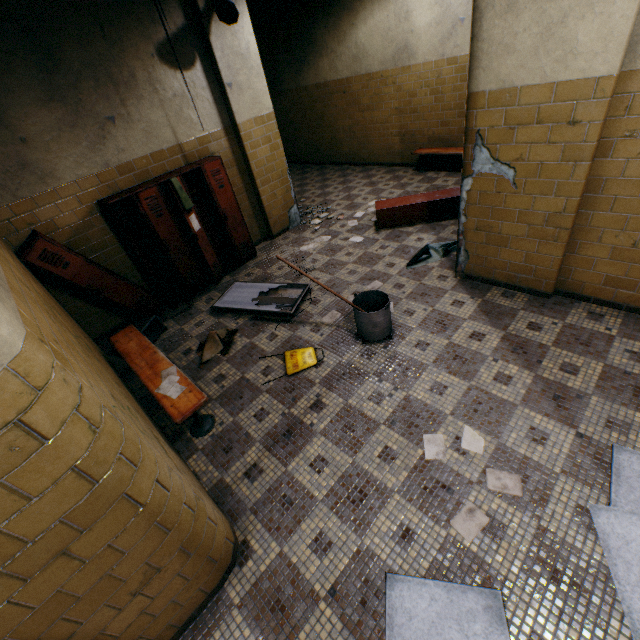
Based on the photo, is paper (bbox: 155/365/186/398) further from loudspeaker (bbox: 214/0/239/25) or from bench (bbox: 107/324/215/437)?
loudspeaker (bbox: 214/0/239/25)

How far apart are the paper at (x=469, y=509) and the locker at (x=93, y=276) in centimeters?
425cm

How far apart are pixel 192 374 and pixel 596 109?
4.46m

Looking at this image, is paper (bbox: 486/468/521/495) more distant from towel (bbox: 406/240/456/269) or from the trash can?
the trash can

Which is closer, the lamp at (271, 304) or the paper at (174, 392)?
the paper at (174, 392)

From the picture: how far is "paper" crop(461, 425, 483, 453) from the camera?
2.5 meters

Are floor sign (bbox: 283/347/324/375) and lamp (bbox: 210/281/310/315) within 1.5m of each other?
yes

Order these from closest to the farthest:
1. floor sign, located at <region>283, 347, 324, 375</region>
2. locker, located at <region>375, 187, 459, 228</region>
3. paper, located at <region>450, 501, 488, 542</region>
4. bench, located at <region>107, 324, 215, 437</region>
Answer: paper, located at <region>450, 501, 488, 542</region>, bench, located at <region>107, 324, 215, 437</region>, floor sign, located at <region>283, 347, 324, 375</region>, locker, located at <region>375, 187, 459, 228</region>
